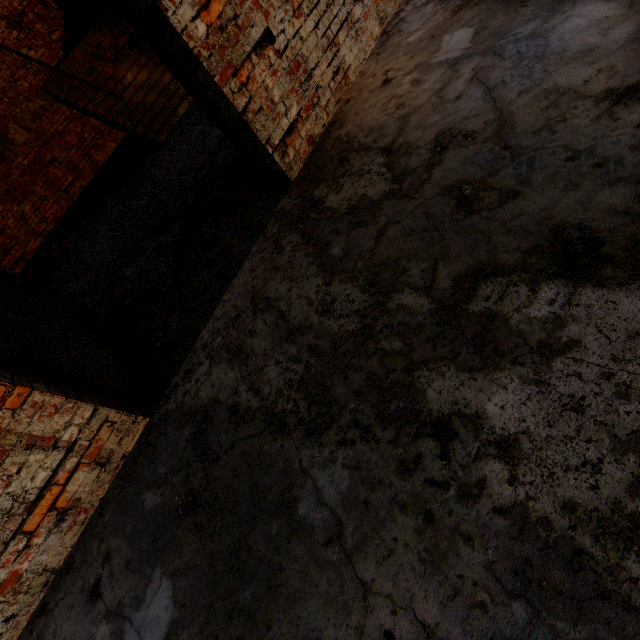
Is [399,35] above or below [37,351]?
below

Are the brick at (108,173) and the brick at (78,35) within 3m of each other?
yes

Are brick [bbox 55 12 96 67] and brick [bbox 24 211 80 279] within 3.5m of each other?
no

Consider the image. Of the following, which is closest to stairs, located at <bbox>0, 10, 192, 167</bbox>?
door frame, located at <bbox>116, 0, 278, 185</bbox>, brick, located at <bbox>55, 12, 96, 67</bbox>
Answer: brick, located at <bbox>55, 12, 96, 67</bbox>

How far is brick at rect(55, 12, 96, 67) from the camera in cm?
756

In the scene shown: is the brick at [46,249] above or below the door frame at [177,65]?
below

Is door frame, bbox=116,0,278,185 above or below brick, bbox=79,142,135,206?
above

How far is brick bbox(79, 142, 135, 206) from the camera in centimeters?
741cm
